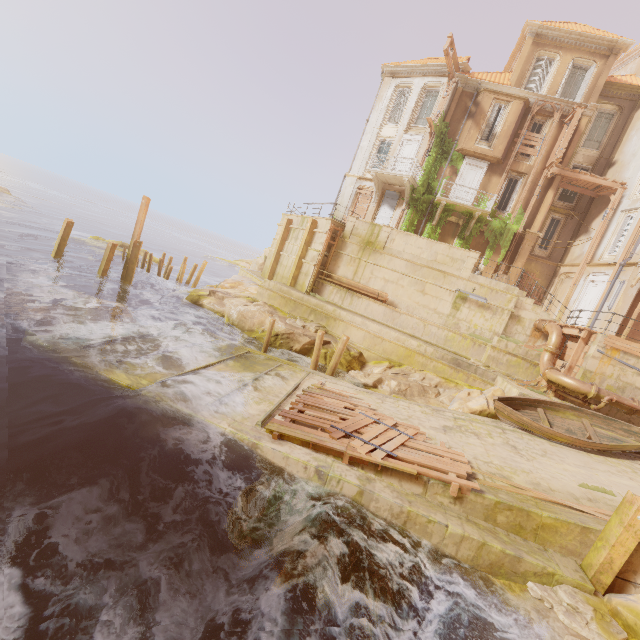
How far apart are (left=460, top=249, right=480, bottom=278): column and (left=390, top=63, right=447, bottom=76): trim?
13.7 meters

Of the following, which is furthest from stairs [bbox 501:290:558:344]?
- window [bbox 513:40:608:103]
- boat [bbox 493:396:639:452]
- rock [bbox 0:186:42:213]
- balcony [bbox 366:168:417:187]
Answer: rock [bbox 0:186:42:213]

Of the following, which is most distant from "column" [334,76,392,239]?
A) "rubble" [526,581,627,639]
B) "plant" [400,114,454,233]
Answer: "rubble" [526,581,627,639]

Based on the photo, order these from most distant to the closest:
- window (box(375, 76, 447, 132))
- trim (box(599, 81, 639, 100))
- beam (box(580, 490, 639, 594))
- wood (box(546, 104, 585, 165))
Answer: window (box(375, 76, 447, 132)), trim (box(599, 81, 639, 100)), wood (box(546, 104, 585, 165)), beam (box(580, 490, 639, 594))

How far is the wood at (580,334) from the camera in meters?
13.6 m

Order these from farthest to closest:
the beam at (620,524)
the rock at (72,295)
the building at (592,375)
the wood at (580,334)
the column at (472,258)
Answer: the column at (472,258)
the wood at (580,334)
the building at (592,375)
the rock at (72,295)
the beam at (620,524)

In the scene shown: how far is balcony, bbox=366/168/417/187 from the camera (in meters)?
21.92

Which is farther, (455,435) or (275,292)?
(275,292)
